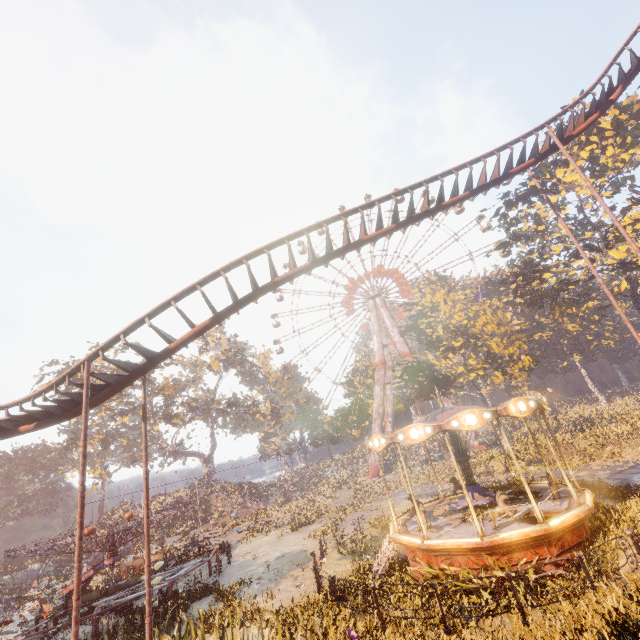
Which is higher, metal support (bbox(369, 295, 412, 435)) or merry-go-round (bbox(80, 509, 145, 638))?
metal support (bbox(369, 295, 412, 435))

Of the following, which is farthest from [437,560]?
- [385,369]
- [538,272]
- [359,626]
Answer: [385,369]

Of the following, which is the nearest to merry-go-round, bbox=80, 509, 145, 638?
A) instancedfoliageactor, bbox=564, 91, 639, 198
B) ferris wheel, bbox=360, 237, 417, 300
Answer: instancedfoliageactor, bbox=564, 91, 639, 198

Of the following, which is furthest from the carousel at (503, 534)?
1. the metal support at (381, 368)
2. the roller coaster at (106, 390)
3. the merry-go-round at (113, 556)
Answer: the metal support at (381, 368)

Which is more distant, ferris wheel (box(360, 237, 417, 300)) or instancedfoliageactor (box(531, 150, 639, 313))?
ferris wheel (box(360, 237, 417, 300))

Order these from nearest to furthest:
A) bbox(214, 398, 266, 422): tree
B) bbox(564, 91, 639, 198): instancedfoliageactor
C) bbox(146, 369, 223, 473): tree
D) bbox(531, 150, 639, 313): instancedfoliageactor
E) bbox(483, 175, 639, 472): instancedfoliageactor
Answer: bbox(483, 175, 639, 472): instancedfoliageactor
bbox(531, 150, 639, 313): instancedfoliageactor
bbox(564, 91, 639, 198): instancedfoliageactor
bbox(146, 369, 223, 473): tree
bbox(214, 398, 266, 422): tree

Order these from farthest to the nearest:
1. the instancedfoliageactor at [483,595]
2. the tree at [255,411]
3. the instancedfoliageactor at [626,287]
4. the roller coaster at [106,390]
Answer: the tree at [255,411]
the instancedfoliageactor at [626,287]
the roller coaster at [106,390]
the instancedfoliageactor at [483,595]

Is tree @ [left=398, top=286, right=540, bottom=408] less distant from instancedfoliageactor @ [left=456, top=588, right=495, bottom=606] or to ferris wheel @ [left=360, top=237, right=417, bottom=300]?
ferris wheel @ [left=360, top=237, right=417, bottom=300]
